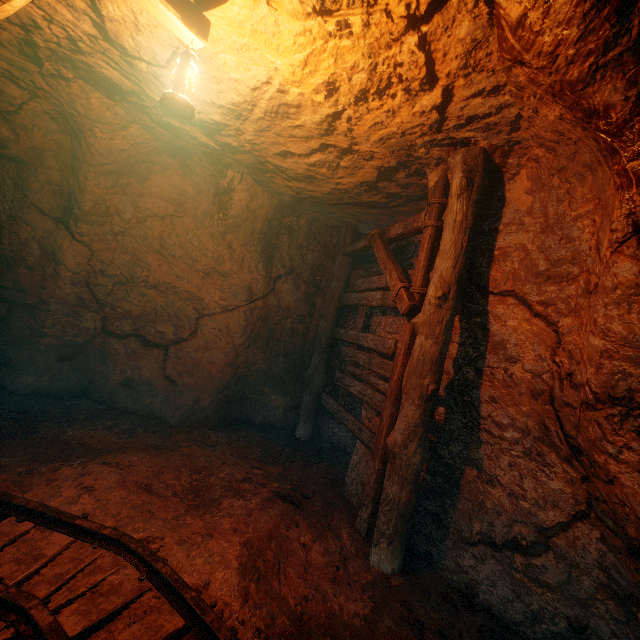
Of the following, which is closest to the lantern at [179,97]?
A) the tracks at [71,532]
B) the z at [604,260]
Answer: the z at [604,260]

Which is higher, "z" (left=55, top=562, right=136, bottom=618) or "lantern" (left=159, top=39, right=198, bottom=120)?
"lantern" (left=159, top=39, right=198, bottom=120)

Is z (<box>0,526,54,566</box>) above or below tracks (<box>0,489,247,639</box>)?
below

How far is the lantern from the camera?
2.2 meters

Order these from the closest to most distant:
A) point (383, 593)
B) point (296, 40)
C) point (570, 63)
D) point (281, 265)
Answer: point (570, 63) < point (296, 40) < point (383, 593) < point (281, 265)

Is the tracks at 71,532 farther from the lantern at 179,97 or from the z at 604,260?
the lantern at 179,97

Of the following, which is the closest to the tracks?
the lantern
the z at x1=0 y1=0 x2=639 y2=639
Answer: the z at x1=0 y1=0 x2=639 y2=639
